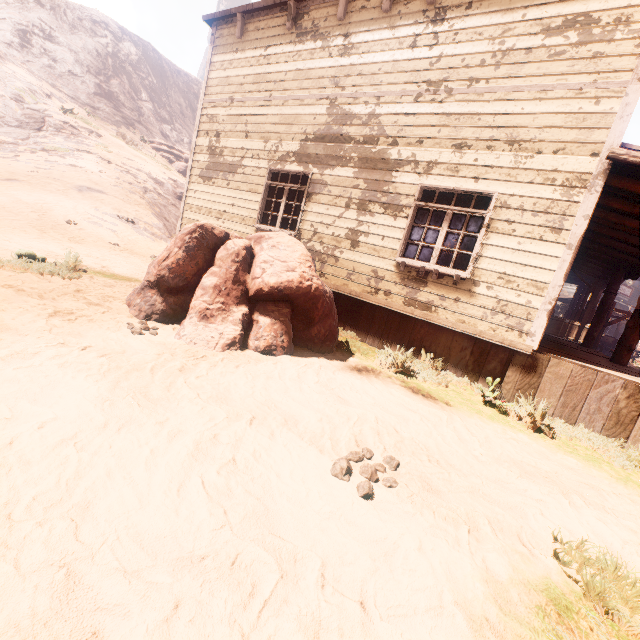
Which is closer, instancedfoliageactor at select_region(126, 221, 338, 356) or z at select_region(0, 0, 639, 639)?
z at select_region(0, 0, 639, 639)

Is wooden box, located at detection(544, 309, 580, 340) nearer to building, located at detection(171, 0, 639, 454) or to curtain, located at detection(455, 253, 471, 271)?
building, located at detection(171, 0, 639, 454)

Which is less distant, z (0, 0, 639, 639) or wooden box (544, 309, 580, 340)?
z (0, 0, 639, 639)

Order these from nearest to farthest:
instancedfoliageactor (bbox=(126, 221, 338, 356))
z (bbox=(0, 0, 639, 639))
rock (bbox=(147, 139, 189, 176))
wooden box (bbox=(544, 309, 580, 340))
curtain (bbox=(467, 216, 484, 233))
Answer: z (bbox=(0, 0, 639, 639)) → instancedfoliageactor (bbox=(126, 221, 338, 356)) → curtain (bbox=(467, 216, 484, 233)) → wooden box (bbox=(544, 309, 580, 340)) → rock (bbox=(147, 139, 189, 176))

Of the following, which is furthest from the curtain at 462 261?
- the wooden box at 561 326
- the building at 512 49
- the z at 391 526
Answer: the wooden box at 561 326

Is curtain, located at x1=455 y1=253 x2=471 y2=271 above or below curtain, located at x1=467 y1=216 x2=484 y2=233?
below

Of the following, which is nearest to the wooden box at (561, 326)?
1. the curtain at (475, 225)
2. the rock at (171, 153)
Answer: the curtain at (475, 225)

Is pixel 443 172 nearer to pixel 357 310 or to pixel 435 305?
pixel 435 305
